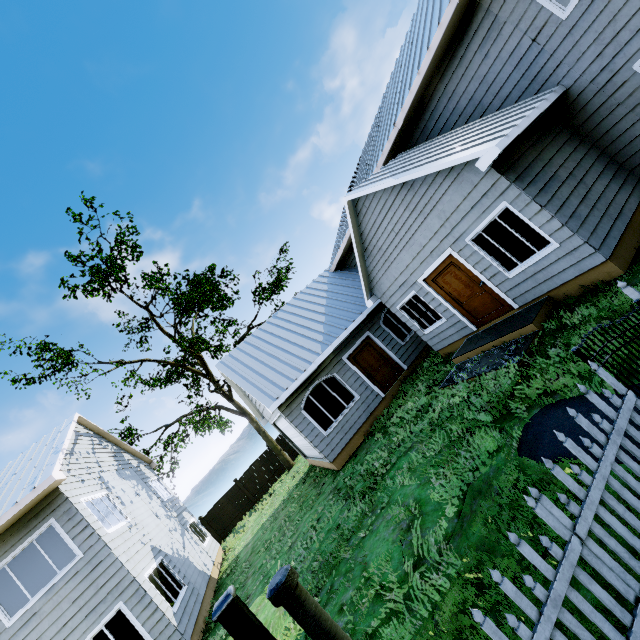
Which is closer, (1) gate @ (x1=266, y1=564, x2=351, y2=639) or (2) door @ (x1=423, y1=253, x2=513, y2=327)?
(1) gate @ (x1=266, y1=564, x2=351, y2=639)

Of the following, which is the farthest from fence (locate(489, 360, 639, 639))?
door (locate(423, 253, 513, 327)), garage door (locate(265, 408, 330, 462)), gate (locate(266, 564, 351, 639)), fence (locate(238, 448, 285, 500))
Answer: fence (locate(238, 448, 285, 500))

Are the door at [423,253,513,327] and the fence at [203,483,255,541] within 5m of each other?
no

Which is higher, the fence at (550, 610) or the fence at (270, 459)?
the fence at (270, 459)

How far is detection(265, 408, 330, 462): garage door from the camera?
11.7 meters

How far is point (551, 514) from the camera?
2.4 meters

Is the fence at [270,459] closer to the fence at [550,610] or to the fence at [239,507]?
the fence at [239,507]

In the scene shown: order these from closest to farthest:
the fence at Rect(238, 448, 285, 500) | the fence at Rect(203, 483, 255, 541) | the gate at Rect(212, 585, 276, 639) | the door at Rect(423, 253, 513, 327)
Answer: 1. the gate at Rect(212, 585, 276, 639)
2. the door at Rect(423, 253, 513, 327)
3. the fence at Rect(203, 483, 255, 541)
4. the fence at Rect(238, 448, 285, 500)
